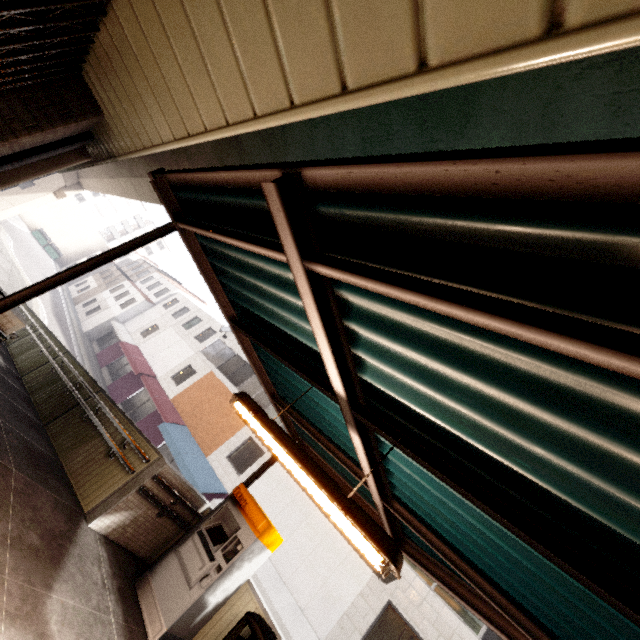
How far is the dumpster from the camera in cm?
4475

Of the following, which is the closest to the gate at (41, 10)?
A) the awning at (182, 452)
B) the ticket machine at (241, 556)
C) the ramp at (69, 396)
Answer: the ramp at (69, 396)

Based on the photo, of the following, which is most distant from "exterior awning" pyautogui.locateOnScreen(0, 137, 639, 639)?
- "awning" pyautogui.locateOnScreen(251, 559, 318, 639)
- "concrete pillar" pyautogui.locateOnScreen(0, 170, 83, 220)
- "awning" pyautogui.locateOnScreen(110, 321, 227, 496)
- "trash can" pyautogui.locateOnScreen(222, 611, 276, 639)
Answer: "concrete pillar" pyautogui.locateOnScreen(0, 170, 83, 220)

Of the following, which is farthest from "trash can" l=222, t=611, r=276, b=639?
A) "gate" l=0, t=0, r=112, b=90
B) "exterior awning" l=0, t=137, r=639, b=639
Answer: "gate" l=0, t=0, r=112, b=90

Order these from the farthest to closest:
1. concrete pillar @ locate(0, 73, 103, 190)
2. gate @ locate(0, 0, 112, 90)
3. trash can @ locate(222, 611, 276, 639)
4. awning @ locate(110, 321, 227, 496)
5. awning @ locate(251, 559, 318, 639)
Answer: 1. awning @ locate(110, 321, 227, 496)
2. awning @ locate(251, 559, 318, 639)
3. trash can @ locate(222, 611, 276, 639)
4. concrete pillar @ locate(0, 73, 103, 190)
5. gate @ locate(0, 0, 112, 90)

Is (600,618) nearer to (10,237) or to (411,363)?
(411,363)

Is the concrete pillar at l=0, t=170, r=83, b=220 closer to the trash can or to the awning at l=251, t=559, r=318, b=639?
the awning at l=251, t=559, r=318, b=639

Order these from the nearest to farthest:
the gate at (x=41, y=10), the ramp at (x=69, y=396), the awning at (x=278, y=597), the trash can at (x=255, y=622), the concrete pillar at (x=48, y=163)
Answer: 1. the gate at (x=41, y=10)
2. the concrete pillar at (x=48, y=163)
3. the trash can at (x=255, y=622)
4. the ramp at (x=69, y=396)
5. the awning at (x=278, y=597)
